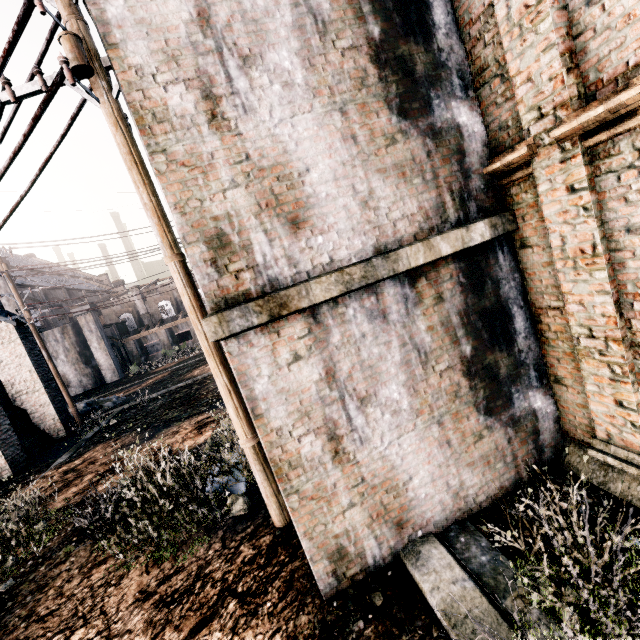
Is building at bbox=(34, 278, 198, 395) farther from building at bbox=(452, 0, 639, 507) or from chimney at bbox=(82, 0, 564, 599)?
chimney at bbox=(82, 0, 564, 599)

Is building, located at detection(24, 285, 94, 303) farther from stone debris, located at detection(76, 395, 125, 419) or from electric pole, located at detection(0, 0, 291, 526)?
electric pole, located at detection(0, 0, 291, 526)

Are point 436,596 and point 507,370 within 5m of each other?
yes

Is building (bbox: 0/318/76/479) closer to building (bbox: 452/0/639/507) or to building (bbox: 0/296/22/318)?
building (bbox: 0/296/22/318)

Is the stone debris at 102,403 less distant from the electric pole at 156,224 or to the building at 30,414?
the building at 30,414

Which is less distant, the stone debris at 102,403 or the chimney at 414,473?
the chimney at 414,473

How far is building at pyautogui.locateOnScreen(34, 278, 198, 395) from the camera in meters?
38.5 m

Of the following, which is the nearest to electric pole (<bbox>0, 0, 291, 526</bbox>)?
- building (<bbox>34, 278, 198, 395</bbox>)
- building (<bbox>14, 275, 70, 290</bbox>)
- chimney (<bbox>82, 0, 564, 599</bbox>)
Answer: chimney (<bbox>82, 0, 564, 599</bbox>)
